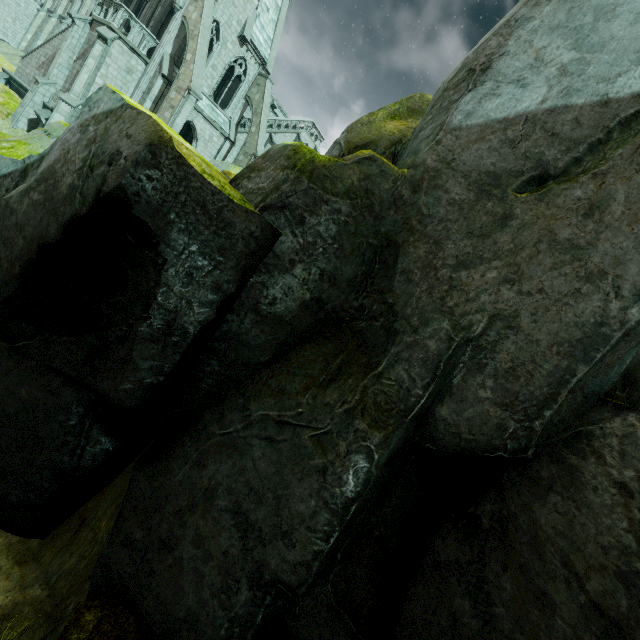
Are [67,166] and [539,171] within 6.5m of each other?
yes

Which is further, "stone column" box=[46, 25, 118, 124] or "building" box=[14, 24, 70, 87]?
"building" box=[14, 24, 70, 87]

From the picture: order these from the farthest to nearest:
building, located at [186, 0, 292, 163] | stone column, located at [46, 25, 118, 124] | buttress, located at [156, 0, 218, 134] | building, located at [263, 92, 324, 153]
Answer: building, located at [263, 92, 324, 153]
building, located at [186, 0, 292, 163]
buttress, located at [156, 0, 218, 134]
stone column, located at [46, 25, 118, 124]

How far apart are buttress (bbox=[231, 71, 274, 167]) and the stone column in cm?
965

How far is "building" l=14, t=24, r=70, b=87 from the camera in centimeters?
2280cm

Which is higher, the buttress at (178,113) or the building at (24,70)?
the buttress at (178,113)

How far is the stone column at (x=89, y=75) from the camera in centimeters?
1953cm

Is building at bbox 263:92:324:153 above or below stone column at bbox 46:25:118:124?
above
